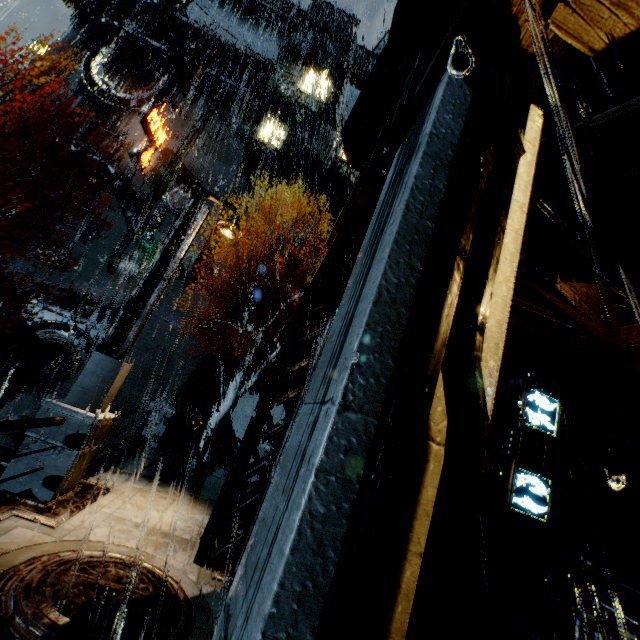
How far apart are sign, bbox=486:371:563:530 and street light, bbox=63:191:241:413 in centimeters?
766cm

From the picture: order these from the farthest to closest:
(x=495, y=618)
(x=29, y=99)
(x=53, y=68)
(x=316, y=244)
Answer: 1. (x=316, y=244)
2. (x=53, y=68)
3. (x=29, y=99)
4. (x=495, y=618)

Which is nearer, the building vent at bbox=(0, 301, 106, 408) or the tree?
the tree

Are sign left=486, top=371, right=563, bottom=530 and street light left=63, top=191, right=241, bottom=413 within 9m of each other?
yes

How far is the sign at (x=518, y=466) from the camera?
6.62m

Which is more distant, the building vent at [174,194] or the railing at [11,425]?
the building vent at [174,194]

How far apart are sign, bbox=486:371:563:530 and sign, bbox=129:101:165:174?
33.0m

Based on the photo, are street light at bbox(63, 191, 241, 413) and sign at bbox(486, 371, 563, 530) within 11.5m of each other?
yes
